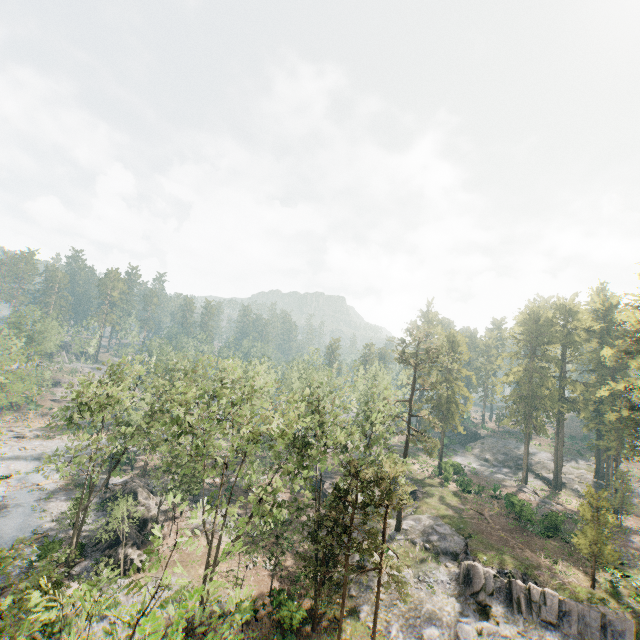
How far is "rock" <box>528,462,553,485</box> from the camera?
55.9m

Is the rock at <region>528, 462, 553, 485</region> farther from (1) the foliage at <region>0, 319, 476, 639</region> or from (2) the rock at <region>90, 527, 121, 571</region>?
(2) the rock at <region>90, 527, 121, 571</region>

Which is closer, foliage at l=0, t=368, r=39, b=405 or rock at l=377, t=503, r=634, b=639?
rock at l=377, t=503, r=634, b=639

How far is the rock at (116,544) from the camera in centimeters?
2920cm

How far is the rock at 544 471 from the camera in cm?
5590

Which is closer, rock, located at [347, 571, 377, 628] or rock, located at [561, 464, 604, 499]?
rock, located at [347, 571, 377, 628]

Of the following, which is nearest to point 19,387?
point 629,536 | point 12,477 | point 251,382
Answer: point 12,477

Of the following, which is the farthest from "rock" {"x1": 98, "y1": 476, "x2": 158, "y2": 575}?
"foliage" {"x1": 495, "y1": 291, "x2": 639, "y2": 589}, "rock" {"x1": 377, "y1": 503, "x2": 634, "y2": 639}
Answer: "rock" {"x1": 377, "y1": 503, "x2": 634, "y2": 639}
